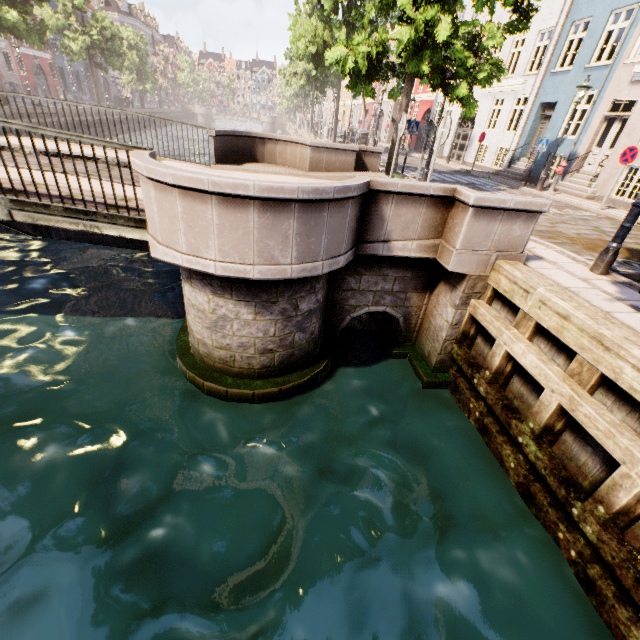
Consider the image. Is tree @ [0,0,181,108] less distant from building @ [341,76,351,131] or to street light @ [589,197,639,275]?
street light @ [589,197,639,275]

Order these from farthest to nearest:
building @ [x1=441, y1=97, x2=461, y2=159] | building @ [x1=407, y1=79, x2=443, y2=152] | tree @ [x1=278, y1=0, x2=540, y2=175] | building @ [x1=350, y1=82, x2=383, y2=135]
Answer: building @ [x1=350, y1=82, x2=383, y2=135] < building @ [x1=407, y1=79, x2=443, y2=152] < building @ [x1=441, y1=97, x2=461, y2=159] < tree @ [x1=278, y1=0, x2=540, y2=175]

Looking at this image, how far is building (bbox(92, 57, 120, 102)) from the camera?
48.0m

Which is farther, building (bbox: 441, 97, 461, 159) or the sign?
building (bbox: 441, 97, 461, 159)

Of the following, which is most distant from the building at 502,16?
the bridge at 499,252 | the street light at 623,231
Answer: the bridge at 499,252

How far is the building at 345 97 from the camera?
54.5 meters

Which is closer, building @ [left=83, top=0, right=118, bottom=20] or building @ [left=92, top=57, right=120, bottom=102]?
building @ [left=83, top=0, right=118, bottom=20]

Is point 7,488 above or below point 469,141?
below
